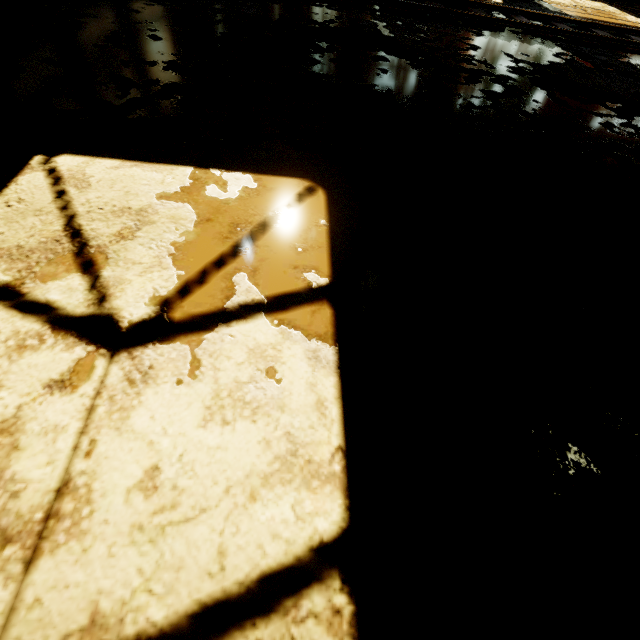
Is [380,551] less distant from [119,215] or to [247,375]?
[247,375]
